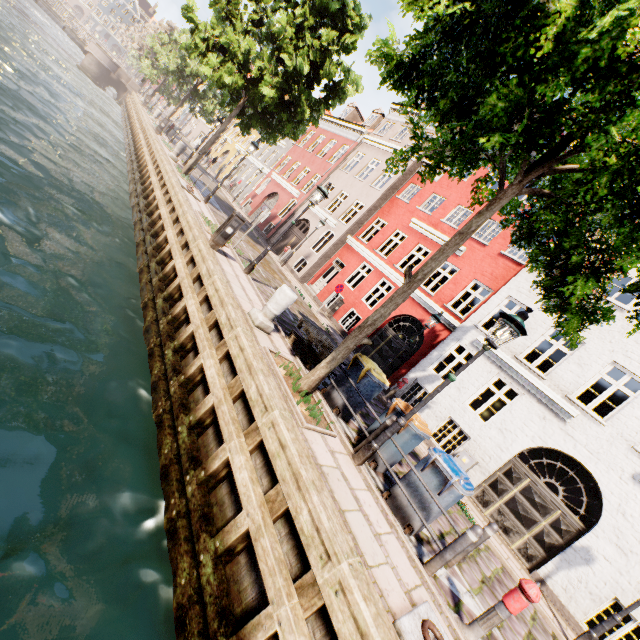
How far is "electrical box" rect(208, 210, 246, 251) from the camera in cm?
A: 924

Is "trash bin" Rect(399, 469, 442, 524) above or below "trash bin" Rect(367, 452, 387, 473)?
above

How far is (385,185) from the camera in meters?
20.2 m

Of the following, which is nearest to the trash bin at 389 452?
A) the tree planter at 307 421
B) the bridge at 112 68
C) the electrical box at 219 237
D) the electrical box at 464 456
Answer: the tree planter at 307 421

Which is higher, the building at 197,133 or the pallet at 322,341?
the building at 197,133

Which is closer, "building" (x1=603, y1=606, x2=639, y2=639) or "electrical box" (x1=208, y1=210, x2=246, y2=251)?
"building" (x1=603, y1=606, x2=639, y2=639)

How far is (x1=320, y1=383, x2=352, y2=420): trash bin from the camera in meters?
7.0 m
